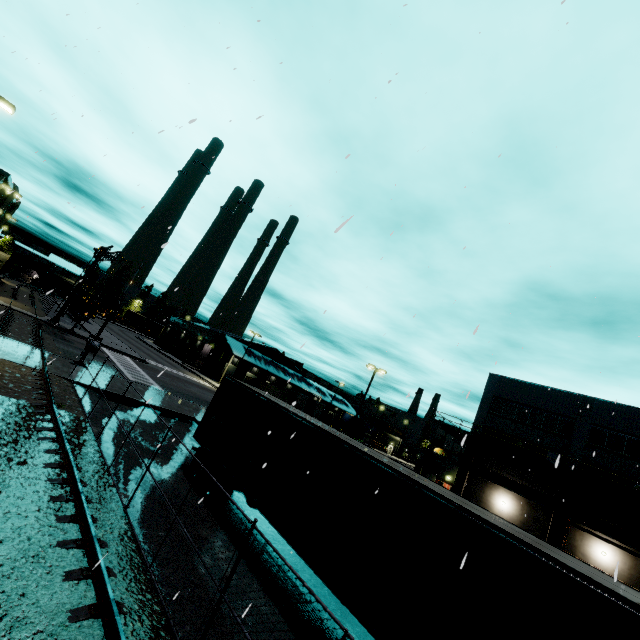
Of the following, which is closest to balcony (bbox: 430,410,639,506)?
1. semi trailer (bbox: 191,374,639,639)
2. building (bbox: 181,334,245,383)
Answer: building (bbox: 181,334,245,383)

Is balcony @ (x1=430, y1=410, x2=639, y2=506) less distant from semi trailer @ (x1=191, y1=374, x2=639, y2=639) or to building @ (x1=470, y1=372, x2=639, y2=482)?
building @ (x1=470, y1=372, x2=639, y2=482)

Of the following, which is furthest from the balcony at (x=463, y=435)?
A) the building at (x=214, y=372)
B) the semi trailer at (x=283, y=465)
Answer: the semi trailer at (x=283, y=465)

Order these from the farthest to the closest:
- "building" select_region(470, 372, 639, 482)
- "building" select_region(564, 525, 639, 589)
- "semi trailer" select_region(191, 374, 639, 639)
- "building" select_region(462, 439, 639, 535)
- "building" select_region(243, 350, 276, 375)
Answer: "building" select_region(243, 350, 276, 375), "building" select_region(470, 372, 639, 482), "building" select_region(462, 439, 639, 535), "building" select_region(564, 525, 639, 589), "semi trailer" select_region(191, 374, 639, 639)

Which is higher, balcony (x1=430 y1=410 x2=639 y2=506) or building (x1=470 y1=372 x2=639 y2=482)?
building (x1=470 y1=372 x2=639 y2=482)

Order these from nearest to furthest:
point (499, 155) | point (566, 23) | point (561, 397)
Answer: point (566, 23)
point (499, 155)
point (561, 397)

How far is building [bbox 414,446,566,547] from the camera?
26.5m
